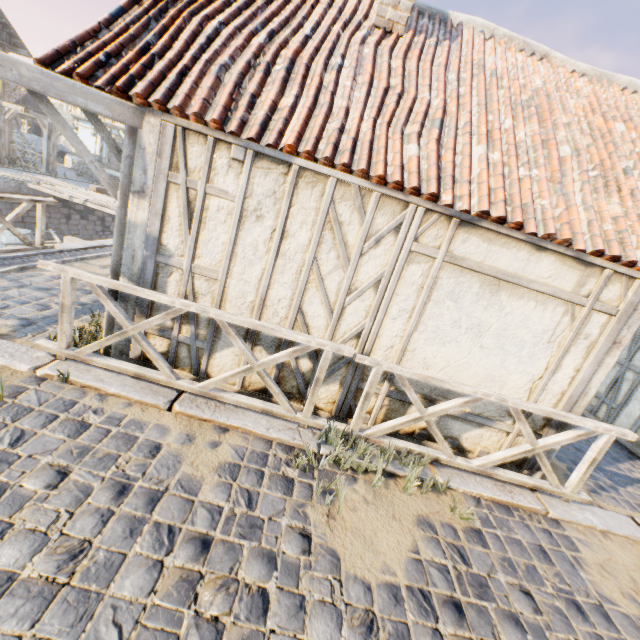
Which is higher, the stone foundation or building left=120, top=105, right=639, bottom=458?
building left=120, top=105, right=639, bottom=458

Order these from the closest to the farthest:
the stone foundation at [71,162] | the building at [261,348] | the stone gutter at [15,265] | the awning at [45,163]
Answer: the building at [261,348], the stone gutter at [15,265], the awning at [45,163], the stone foundation at [71,162]

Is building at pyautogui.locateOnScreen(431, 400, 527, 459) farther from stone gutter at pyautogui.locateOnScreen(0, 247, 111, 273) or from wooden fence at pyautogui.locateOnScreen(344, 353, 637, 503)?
stone gutter at pyautogui.locateOnScreen(0, 247, 111, 273)

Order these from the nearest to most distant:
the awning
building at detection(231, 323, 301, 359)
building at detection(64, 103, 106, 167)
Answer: building at detection(231, 323, 301, 359) < the awning < building at detection(64, 103, 106, 167)

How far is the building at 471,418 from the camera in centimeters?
410cm

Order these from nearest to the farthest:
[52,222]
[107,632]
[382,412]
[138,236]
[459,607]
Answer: [107,632]
[459,607]
[138,236]
[382,412]
[52,222]

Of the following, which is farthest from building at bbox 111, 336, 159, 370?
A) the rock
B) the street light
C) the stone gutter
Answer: the rock

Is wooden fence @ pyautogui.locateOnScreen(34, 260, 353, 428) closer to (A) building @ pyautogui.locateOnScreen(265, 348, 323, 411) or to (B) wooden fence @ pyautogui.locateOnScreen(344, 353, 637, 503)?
(B) wooden fence @ pyautogui.locateOnScreen(344, 353, 637, 503)
